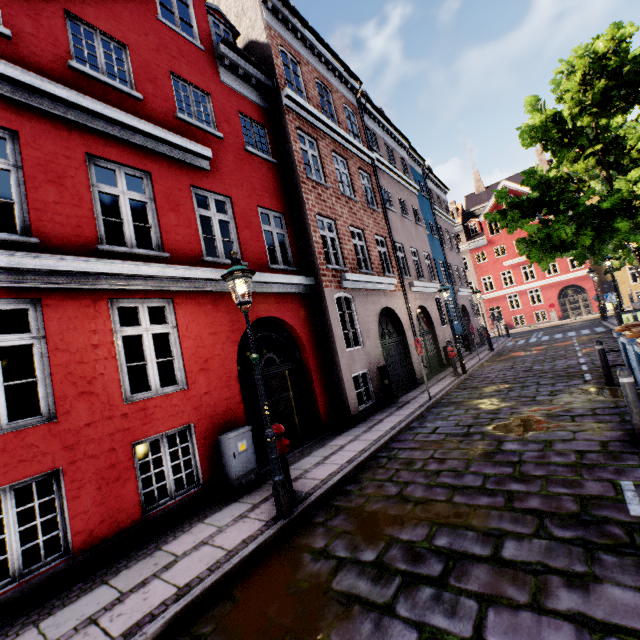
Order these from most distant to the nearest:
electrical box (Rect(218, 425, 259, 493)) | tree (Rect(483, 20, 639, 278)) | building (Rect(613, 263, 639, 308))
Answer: building (Rect(613, 263, 639, 308)) → tree (Rect(483, 20, 639, 278)) → electrical box (Rect(218, 425, 259, 493))

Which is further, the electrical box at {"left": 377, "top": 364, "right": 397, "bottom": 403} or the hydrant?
the electrical box at {"left": 377, "top": 364, "right": 397, "bottom": 403}

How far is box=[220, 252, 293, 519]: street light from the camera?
4.6m

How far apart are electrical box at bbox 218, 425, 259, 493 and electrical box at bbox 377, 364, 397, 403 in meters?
5.6 m

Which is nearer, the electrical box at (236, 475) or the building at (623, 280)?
the electrical box at (236, 475)

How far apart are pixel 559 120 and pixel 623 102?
2.6m

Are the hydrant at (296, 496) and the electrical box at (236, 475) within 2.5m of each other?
yes

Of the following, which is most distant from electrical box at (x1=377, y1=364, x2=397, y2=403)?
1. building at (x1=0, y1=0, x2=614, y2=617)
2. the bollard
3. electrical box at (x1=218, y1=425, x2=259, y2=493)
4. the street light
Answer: the bollard
